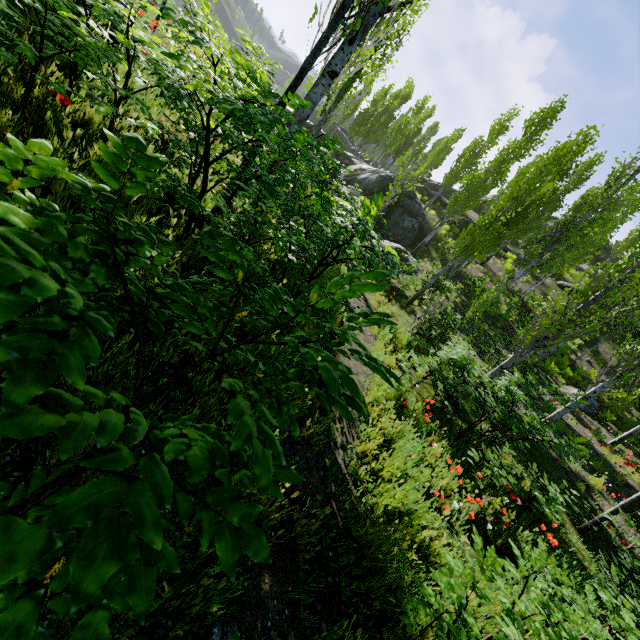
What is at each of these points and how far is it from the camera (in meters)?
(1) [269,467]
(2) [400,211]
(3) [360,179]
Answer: (1) instancedfoliageactor, 0.65
(2) rock, 24.55
(3) rock, 25.81

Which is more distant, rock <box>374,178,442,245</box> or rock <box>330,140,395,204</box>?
rock <box>330,140,395,204</box>

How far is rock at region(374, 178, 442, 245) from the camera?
24.0m

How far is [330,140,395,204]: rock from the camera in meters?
24.8 m

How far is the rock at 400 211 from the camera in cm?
2402

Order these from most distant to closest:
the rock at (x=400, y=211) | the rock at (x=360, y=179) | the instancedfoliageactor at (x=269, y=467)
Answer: the rock at (x=360, y=179) < the rock at (x=400, y=211) < the instancedfoliageactor at (x=269, y=467)

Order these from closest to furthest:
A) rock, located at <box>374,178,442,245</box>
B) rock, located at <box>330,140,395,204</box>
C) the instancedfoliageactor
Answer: the instancedfoliageactor → rock, located at <box>374,178,442,245</box> → rock, located at <box>330,140,395,204</box>

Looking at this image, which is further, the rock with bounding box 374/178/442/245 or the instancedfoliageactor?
the rock with bounding box 374/178/442/245
